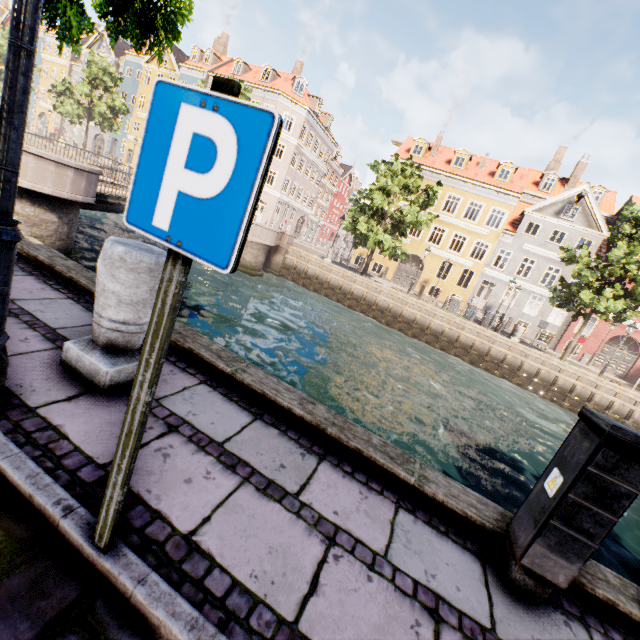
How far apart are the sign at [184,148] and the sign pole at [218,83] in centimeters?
3cm

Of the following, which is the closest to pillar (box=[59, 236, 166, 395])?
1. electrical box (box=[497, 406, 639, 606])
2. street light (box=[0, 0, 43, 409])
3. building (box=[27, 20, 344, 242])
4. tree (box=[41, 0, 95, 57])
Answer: street light (box=[0, 0, 43, 409])

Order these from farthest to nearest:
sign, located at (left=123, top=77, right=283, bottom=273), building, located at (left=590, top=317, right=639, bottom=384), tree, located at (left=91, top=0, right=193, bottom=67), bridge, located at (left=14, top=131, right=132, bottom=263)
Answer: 1. building, located at (left=590, top=317, right=639, bottom=384)
2. bridge, located at (left=14, top=131, right=132, bottom=263)
3. tree, located at (left=91, top=0, right=193, bottom=67)
4. sign, located at (left=123, top=77, right=283, bottom=273)

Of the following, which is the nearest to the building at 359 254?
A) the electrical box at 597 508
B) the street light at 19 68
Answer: the electrical box at 597 508

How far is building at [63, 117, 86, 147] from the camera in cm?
4539

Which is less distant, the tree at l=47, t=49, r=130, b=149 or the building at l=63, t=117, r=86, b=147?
the tree at l=47, t=49, r=130, b=149

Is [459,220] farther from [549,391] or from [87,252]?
[87,252]
